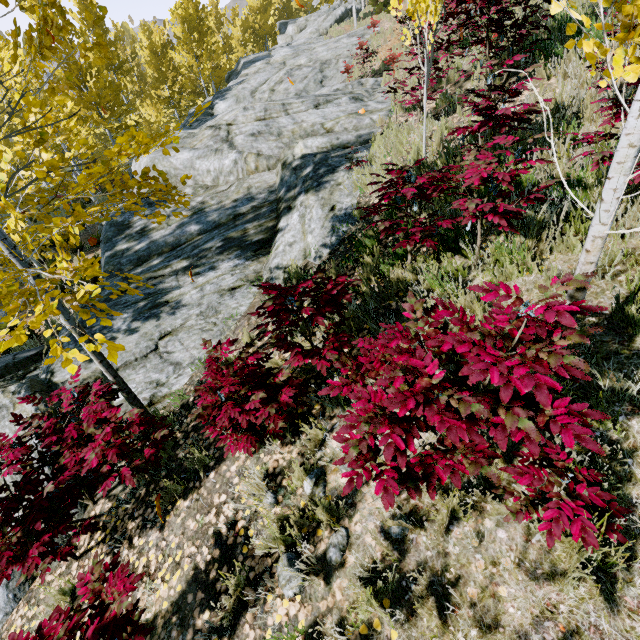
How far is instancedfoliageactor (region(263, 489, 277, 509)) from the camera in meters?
2.8 m

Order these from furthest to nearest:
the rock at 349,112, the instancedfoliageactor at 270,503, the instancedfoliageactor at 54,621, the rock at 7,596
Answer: the rock at 349,112, the rock at 7,596, the instancedfoliageactor at 270,503, the instancedfoliageactor at 54,621

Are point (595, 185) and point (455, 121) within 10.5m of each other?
yes

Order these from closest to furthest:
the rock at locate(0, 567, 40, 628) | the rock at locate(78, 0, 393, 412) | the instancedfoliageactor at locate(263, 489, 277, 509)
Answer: the instancedfoliageactor at locate(263, 489, 277, 509) → the rock at locate(0, 567, 40, 628) → the rock at locate(78, 0, 393, 412)

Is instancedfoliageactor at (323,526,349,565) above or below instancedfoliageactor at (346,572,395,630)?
below

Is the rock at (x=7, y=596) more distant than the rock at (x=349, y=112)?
No
